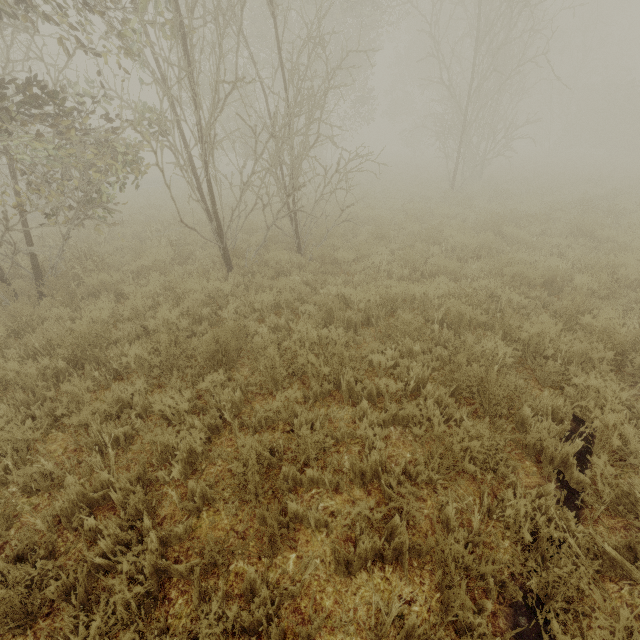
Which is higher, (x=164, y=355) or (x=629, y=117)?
(x=629, y=117)
